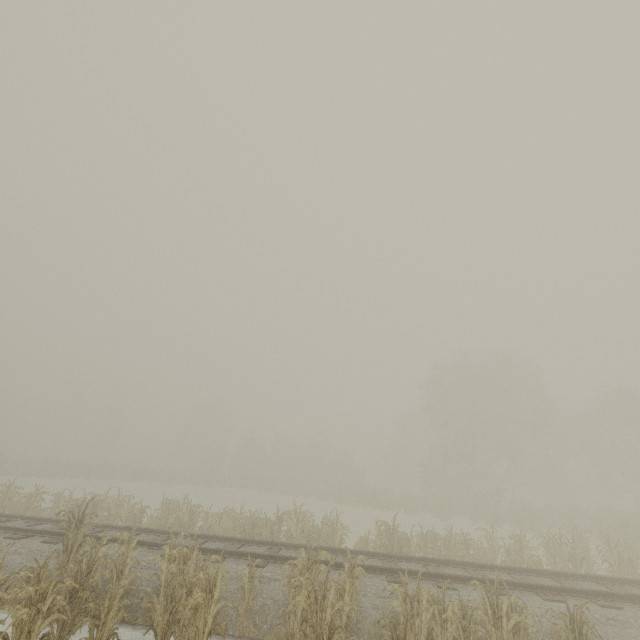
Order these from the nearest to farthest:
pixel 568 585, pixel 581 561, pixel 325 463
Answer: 1. pixel 568 585
2. pixel 581 561
3. pixel 325 463

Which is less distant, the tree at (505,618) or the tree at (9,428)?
the tree at (505,618)

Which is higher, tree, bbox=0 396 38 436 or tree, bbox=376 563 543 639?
tree, bbox=0 396 38 436

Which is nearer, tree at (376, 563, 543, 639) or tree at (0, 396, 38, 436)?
tree at (376, 563, 543, 639)

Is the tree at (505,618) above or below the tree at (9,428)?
below
